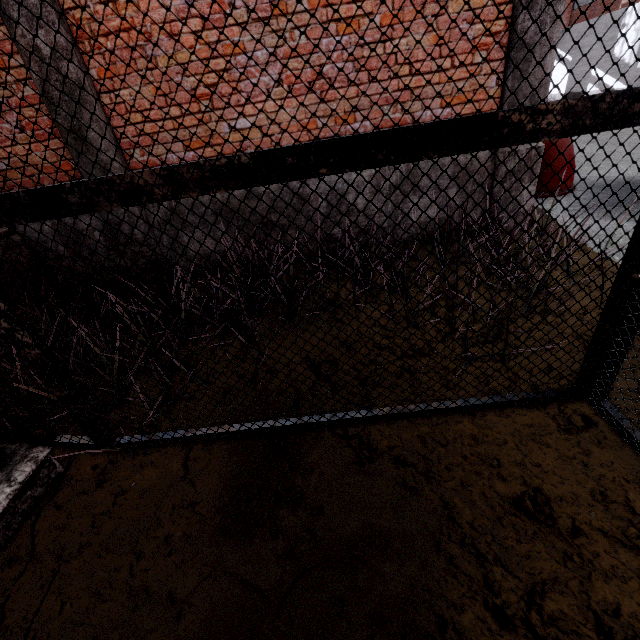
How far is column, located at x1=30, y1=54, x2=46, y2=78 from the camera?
3.3 meters

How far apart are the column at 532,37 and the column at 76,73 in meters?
4.3

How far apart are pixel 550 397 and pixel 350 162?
1.8 meters

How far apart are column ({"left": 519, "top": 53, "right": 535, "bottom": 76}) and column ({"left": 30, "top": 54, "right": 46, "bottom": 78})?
4.3 meters

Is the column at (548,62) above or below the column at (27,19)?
below

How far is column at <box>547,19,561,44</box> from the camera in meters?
3.2
